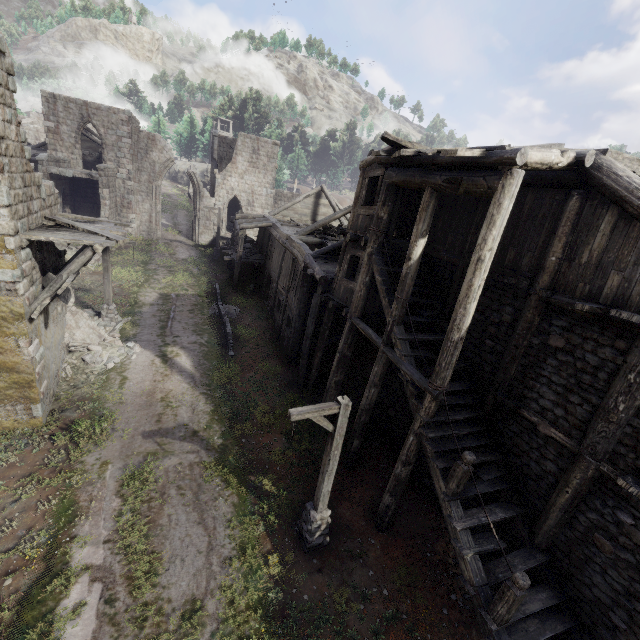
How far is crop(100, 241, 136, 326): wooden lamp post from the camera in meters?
16.0 m

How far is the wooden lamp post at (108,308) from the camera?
16.0 meters

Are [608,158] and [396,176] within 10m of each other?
yes

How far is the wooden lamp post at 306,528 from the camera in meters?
7.3 m

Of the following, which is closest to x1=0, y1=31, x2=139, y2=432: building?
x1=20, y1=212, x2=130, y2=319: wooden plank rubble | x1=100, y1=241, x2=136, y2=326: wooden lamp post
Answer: x1=20, y1=212, x2=130, y2=319: wooden plank rubble

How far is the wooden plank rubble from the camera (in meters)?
9.74

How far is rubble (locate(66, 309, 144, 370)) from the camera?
14.2m

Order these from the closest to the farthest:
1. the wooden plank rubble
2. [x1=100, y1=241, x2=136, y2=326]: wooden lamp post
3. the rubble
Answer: the wooden plank rubble
the rubble
[x1=100, y1=241, x2=136, y2=326]: wooden lamp post
